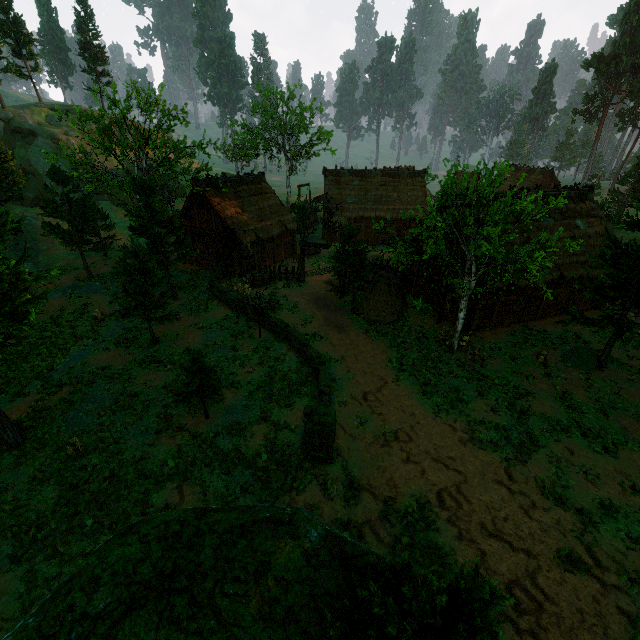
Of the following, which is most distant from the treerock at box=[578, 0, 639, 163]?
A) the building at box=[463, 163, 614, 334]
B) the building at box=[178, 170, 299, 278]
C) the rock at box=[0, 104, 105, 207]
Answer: the rock at box=[0, 104, 105, 207]

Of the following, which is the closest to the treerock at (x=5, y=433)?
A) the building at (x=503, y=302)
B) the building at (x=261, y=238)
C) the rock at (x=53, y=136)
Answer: the building at (x=503, y=302)

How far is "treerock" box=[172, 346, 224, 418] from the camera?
12.8 meters

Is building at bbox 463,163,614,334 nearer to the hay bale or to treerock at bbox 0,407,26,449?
treerock at bbox 0,407,26,449

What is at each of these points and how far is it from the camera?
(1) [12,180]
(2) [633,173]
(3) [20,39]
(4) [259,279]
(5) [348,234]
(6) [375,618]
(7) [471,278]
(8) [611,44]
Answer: (1) treerock, 30.3m
(2) treerock, 41.4m
(3) treerock, 47.1m
(4) barrel, 26.4m
(5) treerock, 20.1m
(6) treerock, 3.9m
(7) treerock, 16.3m
(8) treerock, 59.8m

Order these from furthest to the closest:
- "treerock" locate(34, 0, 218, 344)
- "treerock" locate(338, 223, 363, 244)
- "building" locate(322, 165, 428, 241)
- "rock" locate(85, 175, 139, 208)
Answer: "rock" locate(85, 175, 139, 208) → "building" locate(322, 165, 428, 241) → "treerock" locate(338, 223, 363, 244) → "treerock" locate(34, 0, 218, 344)

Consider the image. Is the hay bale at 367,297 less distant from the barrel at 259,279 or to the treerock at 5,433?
the treerock at 5,433

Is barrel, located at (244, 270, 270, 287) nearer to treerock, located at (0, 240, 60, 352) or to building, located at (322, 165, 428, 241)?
treerock, located at (0, 240, 60, 352)
